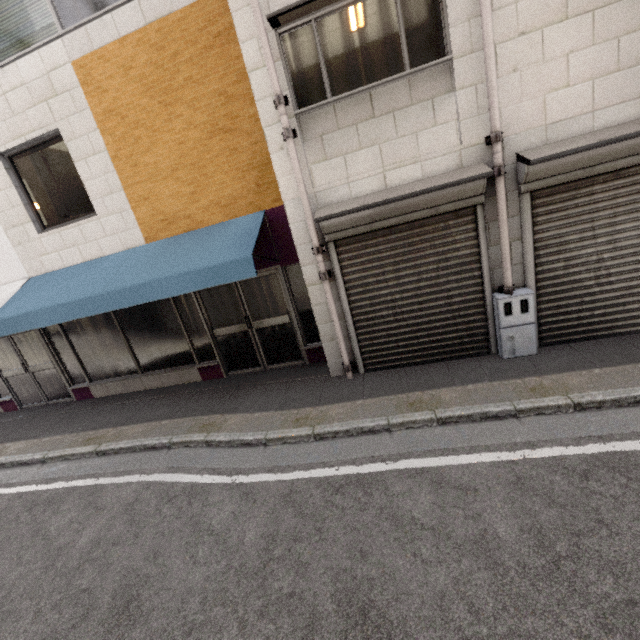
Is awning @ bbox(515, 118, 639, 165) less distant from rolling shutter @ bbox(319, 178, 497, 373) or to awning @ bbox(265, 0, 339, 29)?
rolling shutter @ bbox(319, 178, 497, 373)

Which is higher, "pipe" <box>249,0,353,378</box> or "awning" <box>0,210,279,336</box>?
"pipe" <box>249,0,353,378</box>

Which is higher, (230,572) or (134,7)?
(134,7)

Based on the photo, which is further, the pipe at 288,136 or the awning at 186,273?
the awning at 186,273

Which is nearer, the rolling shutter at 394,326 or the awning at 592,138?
the awning at 592,138

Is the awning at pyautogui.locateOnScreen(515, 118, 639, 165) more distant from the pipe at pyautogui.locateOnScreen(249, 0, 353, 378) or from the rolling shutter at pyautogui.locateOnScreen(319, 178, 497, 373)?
the pipe at pyautogui.locateOnScreen(249, 0, 353, 378)

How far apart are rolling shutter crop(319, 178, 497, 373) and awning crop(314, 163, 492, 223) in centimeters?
6cm

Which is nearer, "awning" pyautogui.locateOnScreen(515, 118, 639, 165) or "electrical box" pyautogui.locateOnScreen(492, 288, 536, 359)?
"awning" pyautogui.locateOnScreen(515, 118, 639, 165)
